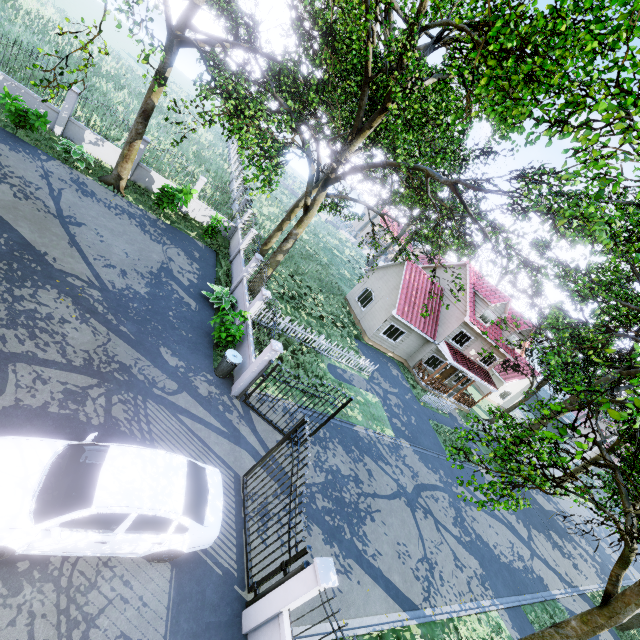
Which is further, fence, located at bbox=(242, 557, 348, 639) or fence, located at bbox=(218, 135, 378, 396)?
fence, located at bbox=(218, 135, 378, 396)

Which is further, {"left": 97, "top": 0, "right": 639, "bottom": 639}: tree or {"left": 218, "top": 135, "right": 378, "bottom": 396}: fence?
{"left": 218, "top": 135, "right": 378, "bottom": 396}: fence

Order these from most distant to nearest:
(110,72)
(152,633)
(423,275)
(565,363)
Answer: (565,363), (110,72), (423,275), (152,633)

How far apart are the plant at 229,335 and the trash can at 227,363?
0.6 meters

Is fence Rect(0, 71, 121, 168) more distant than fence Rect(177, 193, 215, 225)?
No

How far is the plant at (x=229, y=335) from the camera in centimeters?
1205cm

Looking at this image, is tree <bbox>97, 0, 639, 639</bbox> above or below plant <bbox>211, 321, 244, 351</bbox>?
above

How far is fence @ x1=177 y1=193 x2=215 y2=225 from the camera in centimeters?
1953cm
